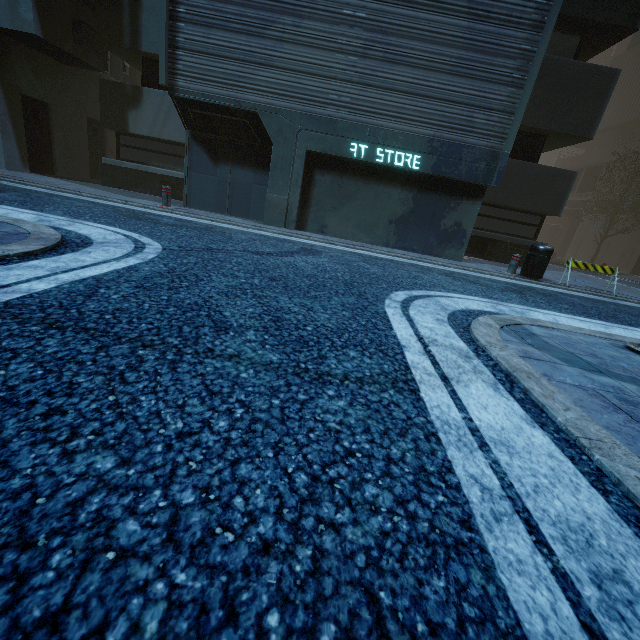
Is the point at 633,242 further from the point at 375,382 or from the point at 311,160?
the point at 375,382

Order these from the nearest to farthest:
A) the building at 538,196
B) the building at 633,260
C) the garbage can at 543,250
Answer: the building at 538,196 < the garbage can at 543,250 < the building at 633,260

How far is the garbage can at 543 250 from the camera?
8.5m

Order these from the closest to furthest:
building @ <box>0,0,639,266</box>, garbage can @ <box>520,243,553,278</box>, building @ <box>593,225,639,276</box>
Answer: building @ <box>0,0,639,266</box>, garbage can @ <box>520,243,553,278</box>, building @ <box>593,225,639,276</box>

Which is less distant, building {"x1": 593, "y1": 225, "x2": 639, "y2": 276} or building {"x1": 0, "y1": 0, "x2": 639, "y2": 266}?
building {"x1": 0, "y1": 0, "x2": 639, "y2": 266}

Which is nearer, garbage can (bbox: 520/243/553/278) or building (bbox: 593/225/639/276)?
garbage can (bbox: 520/243/553/278)

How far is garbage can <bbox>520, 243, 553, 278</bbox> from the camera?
8.5m
